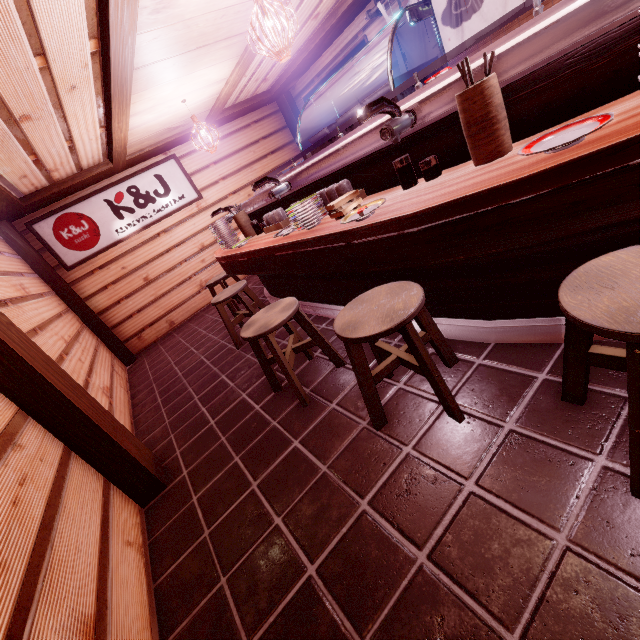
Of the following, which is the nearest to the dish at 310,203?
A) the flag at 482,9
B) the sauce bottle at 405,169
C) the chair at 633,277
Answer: the sauce bottle at 405,169

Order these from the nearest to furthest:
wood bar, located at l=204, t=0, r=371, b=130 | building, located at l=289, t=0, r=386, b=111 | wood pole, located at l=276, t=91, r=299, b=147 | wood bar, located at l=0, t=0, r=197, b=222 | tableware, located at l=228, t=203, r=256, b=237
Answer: wood bar, located at l=0, t=0, r=197, b=222, tableware, located at l=228, t=203, r=256, b=237, wood bar, located at l=204, t=0, r=371, b=130, building, located at l=289, t=0, r=386, b=111, wood pole, located at l=276, t=91, r=299, b=147

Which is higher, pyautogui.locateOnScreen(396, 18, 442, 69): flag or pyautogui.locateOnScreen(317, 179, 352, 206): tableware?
pyautogui.locateOnScreen(396, 18, 442, 69): flag

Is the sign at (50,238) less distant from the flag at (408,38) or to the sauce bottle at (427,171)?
the flag at (408,38)

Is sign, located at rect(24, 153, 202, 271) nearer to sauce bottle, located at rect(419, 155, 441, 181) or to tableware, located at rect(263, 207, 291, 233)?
tableware, located at rect(263, 207, 291, 233)

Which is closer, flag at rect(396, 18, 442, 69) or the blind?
the blind

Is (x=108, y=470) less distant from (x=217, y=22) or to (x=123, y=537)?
(x=123, y=537)

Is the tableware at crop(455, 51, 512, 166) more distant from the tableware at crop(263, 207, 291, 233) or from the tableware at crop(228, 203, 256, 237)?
the tableware at crop(228, 203, 256, 237)
